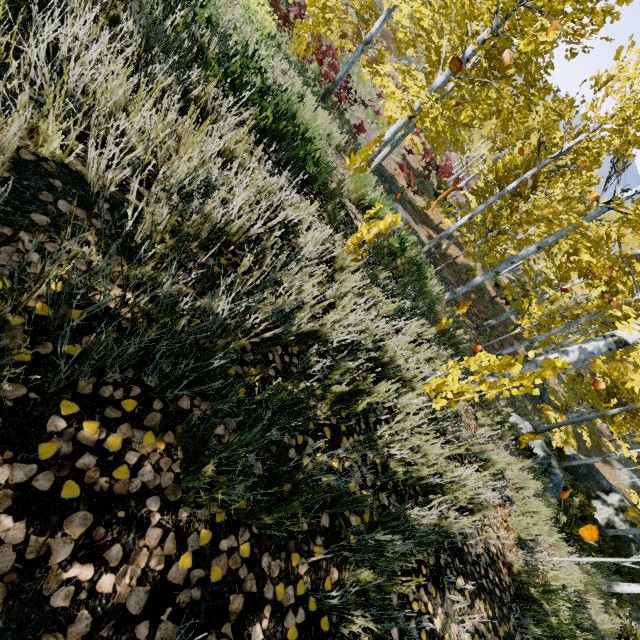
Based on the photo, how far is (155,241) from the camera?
1.34m

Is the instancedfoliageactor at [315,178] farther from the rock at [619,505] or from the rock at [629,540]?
the rock at [619,505]

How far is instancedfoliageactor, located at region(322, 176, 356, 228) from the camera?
4.08m

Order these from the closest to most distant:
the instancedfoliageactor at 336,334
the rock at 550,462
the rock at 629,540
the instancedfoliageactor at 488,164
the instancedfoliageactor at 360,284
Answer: the instancedfoliageactor at 336,334, the instancedfoliageactor at 360,284, the instancedfoliageactor at 488,164, the rock at 550,462, the rock at 629,540

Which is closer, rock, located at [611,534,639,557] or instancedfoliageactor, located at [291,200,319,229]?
instancedfoliageactor, located at [291,200,319,229]

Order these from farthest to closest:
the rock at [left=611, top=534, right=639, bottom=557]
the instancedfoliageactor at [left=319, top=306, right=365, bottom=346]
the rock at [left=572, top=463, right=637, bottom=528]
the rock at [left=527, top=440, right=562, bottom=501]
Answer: the rock at [left=572, top=463, right=637, bottom=528] → the rock at [left=611, top=534, right=639, bottom=557] → the rock at [left=527, top=440, right=562, bottom=501] → the instancedfoliageactor at [left=319, top=306, right=365, bottom=346]

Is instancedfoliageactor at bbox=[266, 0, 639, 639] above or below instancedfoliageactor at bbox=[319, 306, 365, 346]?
below
